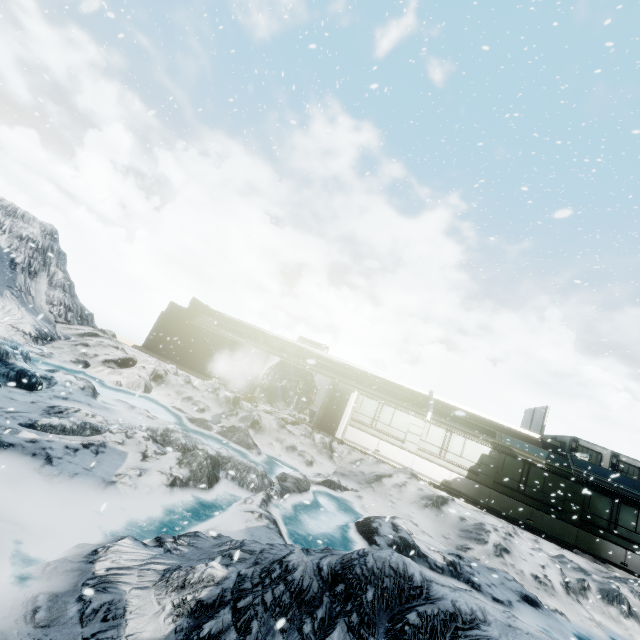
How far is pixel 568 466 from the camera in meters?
15.4 m
